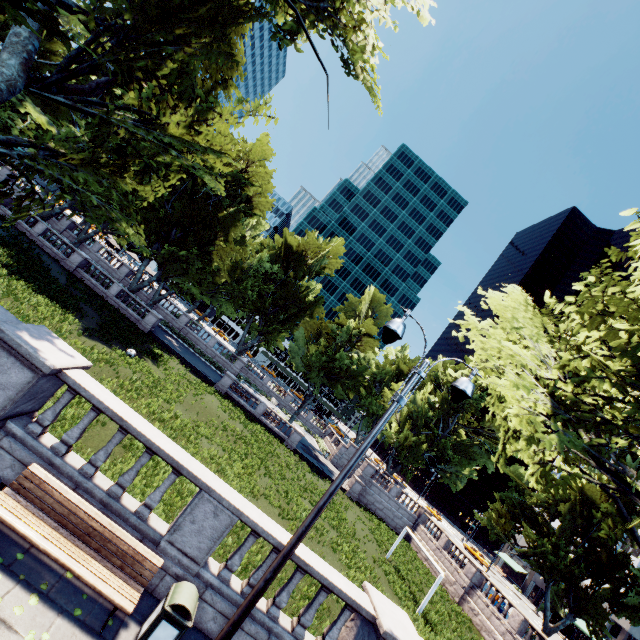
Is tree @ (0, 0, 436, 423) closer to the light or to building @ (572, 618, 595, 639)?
building @ (572, 618, 595, 639)

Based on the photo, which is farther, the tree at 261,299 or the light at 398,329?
the tree at 261,299

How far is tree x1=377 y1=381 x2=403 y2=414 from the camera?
53.1m

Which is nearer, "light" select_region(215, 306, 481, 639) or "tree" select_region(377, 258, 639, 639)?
"light" select_region(215, 306, 481, 639)

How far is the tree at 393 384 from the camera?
53.10m

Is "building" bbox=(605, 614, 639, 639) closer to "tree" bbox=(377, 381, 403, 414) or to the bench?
"tree" bbox=(377, 381, 403, 414)

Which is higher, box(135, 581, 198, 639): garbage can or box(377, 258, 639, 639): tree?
box(377, 258, 639, 639): tree

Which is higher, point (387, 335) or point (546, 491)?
point (546, 491)
